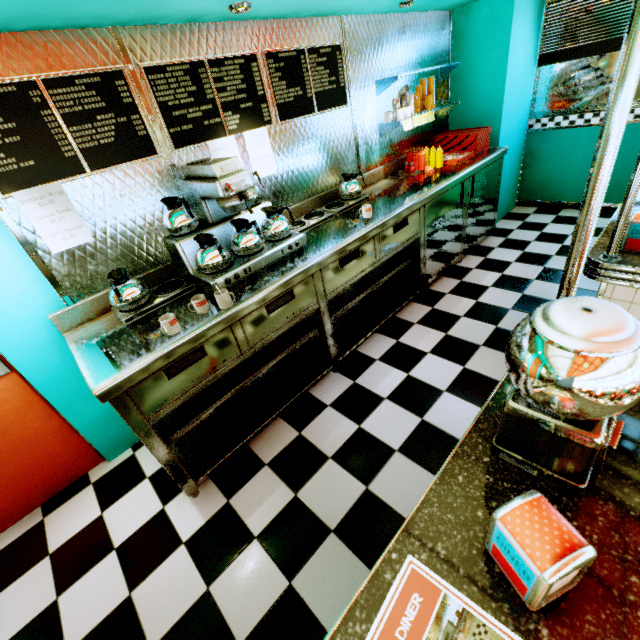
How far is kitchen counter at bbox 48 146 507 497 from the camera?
1.8 meters

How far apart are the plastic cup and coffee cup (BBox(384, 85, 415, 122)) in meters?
0.3 m

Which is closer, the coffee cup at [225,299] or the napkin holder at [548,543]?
the napkin holder at [548,543]

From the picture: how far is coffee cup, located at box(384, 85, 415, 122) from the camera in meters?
3.4 m

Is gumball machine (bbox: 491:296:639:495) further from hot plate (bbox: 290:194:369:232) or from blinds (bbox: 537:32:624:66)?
blinds (bbox: 537:32:624:66)

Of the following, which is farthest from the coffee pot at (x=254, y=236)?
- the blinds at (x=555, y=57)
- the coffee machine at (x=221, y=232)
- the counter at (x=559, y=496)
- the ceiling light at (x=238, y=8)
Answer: the blinds at (x=555, y=57)

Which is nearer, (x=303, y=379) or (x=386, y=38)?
(x=303, y=379)

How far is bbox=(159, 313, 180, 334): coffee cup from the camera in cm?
179
